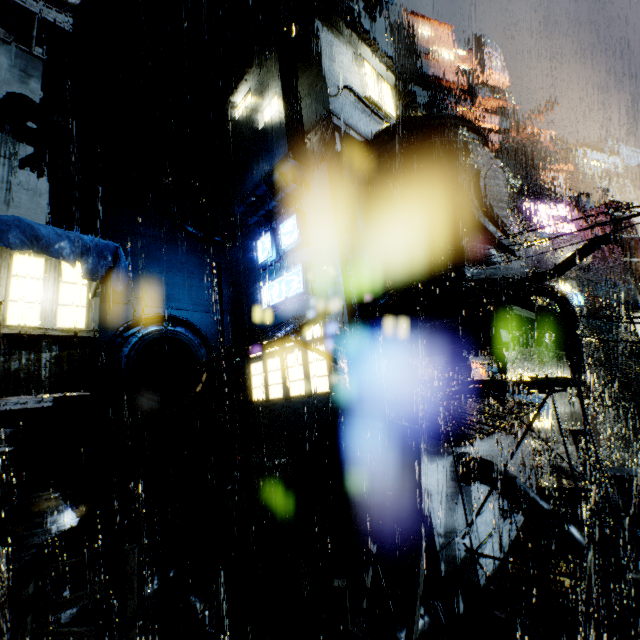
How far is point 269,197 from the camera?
15.3m

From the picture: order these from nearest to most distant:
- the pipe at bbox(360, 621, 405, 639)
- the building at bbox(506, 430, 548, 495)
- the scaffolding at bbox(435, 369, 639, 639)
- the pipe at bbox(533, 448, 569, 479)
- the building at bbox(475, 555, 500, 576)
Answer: the scaffolding at bbox(435, 369, 639, 639), the pipe at bbox(360, 621, 405, 639), the building at bbox(475, 555, 500, 576), the building at bbox(506, 430, 548, 495), the pipe at bbox(533, 448, 569, 479)

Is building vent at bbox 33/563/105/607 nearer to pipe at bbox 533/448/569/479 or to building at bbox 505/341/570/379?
building at bbox 505/341/570/379

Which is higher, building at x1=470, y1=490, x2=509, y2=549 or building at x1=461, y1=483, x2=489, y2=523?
building at x1=461, y1=483, x2=489, y2=523

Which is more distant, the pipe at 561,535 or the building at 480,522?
the building at 480,522

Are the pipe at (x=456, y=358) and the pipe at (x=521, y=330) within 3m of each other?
yes

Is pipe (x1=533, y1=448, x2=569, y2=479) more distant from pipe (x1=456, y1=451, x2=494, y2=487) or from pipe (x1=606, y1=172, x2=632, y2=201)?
pipe (x1=606, y1=172, x2=632, y2=201)

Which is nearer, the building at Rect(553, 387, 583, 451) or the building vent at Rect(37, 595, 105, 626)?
the building vent at Rect(37, 595, 105, 626)
